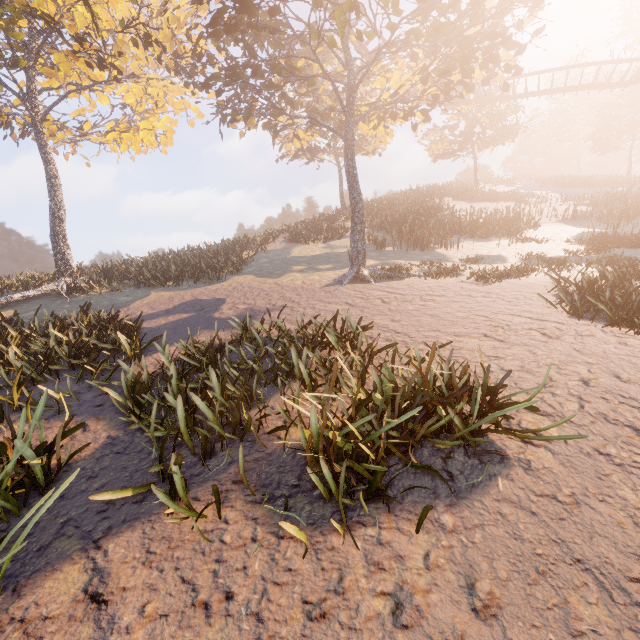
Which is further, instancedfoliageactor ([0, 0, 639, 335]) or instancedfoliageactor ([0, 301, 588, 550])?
instancedfoliageactor ([0, 0, 639, 335])

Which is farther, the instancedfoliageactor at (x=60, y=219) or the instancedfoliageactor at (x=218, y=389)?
the instancedfoliageactor at (x=60, y=219)

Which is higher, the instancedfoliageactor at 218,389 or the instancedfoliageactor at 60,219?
Result: the instancedfoliageactor at 60,219

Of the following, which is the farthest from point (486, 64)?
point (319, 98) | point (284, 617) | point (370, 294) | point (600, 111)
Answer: point (600, 111)

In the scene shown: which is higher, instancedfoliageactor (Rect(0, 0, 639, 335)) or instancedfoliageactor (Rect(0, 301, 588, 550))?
instancedfoliageactor (Rect(0, 0, 639, 335))
